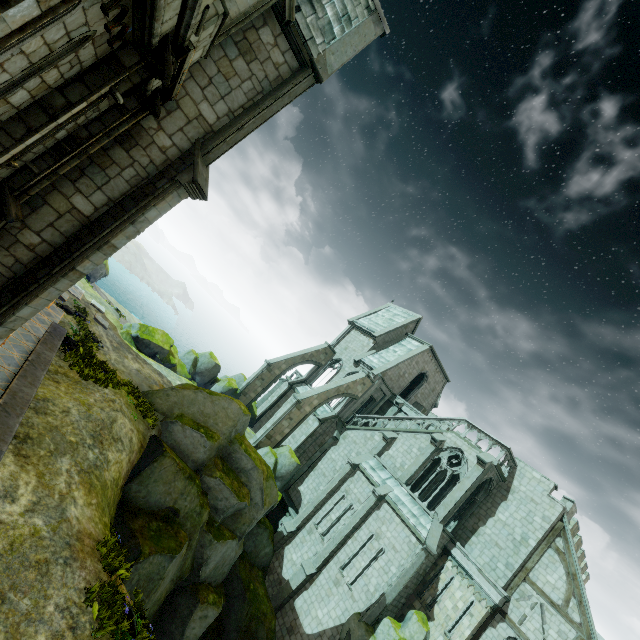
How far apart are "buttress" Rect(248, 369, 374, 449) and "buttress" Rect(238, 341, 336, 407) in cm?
588

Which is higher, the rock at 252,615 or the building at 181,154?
the building at 181,154

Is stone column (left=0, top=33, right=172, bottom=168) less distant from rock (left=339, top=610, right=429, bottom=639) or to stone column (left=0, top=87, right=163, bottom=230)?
stone column (left=0, top=87, right=163, bottom=230)

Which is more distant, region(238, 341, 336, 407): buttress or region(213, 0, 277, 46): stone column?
region(238, 341, 336, 407): buttress

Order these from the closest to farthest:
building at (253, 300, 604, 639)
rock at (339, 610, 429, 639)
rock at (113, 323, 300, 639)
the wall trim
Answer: the wall trim, rock at (113, 323, 300, 639), rock at (339, 610, 429, 639), building at (253, 300, 604, 639)

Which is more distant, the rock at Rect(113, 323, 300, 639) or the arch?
the rock at Rect(113, 323, 300, 639)

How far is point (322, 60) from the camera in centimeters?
1096cm

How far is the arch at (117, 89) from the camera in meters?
5.8
